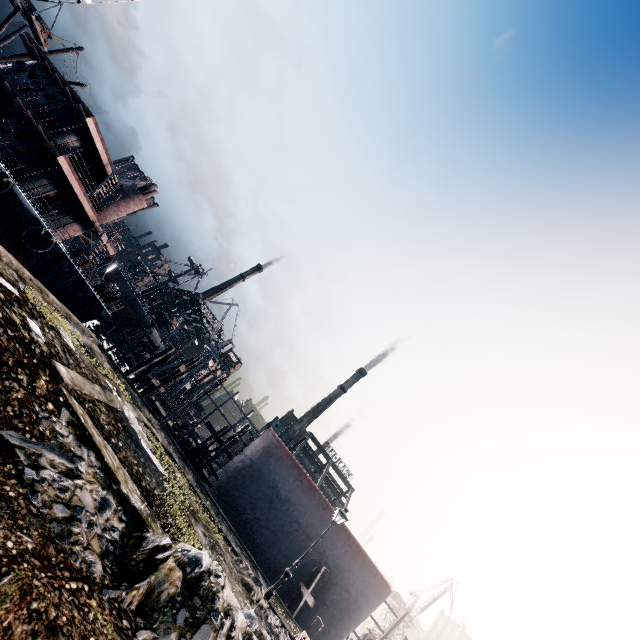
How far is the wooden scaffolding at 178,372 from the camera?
32.7m

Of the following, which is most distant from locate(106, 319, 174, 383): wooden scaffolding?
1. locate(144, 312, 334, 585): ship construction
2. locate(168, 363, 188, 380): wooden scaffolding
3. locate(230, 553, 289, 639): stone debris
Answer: locate(230, 553, 289, 639): stone debris

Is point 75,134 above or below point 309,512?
above

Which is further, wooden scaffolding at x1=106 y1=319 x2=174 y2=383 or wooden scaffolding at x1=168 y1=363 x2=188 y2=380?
wooden scaffolding at x1=168 y1=363 x2=188 y2=380

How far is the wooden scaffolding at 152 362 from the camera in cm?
2522

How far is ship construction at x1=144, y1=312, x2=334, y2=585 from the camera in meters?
25.2

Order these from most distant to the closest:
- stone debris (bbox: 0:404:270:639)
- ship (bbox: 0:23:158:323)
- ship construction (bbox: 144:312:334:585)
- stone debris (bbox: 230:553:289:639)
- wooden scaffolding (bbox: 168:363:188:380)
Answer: wooden scaffolding (bbox: 168:363:188:380)
ship construction (bbox: 144:312:334:585)
ship (bbox: 0:23:158:323)
stone debris (bbox: 230:553:289:639)
stone debris (bbox: 0:404:270:639)

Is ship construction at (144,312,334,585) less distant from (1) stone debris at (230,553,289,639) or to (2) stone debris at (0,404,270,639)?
(1) stone debris at (230,553,289,639)
